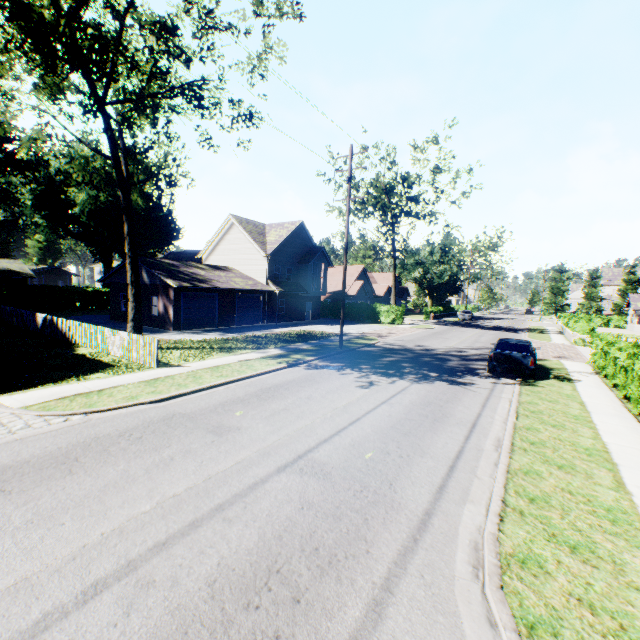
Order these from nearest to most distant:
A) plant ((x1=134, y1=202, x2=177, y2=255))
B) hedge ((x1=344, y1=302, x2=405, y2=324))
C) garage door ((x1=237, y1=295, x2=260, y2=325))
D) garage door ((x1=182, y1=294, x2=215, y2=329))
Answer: garage door ((x1=182, y1=294, x2=215, y2=329)), garage door ((x1=237, y1=295, x2=260, y2=325)), hedge ((x1=344, y1=302, x2=405, y2=324)), plant ((x1=134, y1=202, x2=177, y2=255))

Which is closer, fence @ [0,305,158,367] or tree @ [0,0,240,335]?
tree @ [0,0,240,335]

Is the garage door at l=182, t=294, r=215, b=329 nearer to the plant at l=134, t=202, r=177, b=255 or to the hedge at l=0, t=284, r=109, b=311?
the hedge at l=0, t=284, r=109, b=311

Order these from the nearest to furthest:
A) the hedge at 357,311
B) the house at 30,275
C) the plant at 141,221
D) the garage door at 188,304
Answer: the garage door at 188,304
the hedge at 357,311
the house at 30,275
the plant at 141,221

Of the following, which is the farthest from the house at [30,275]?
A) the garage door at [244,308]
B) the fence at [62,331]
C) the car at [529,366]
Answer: the car at [529,366]

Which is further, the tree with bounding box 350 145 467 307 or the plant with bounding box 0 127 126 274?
the plant with bounding box 0 127 126 274

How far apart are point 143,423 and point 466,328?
36.98m

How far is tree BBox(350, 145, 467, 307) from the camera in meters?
32.2
